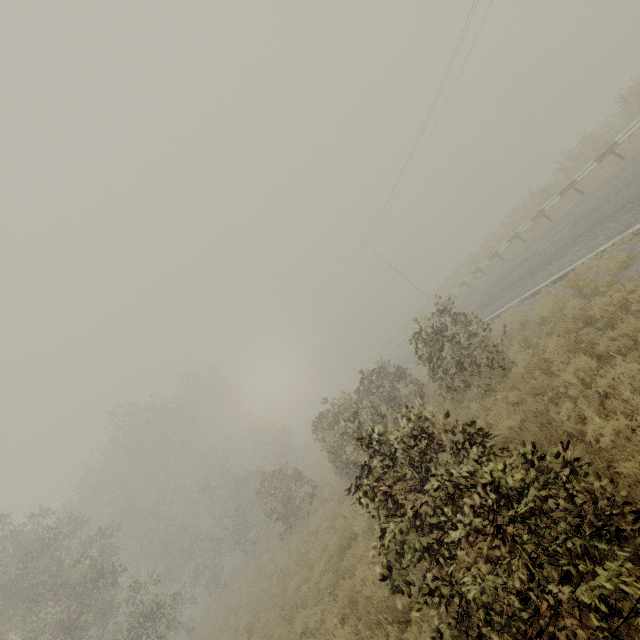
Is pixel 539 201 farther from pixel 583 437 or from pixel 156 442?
pixel 156 442
